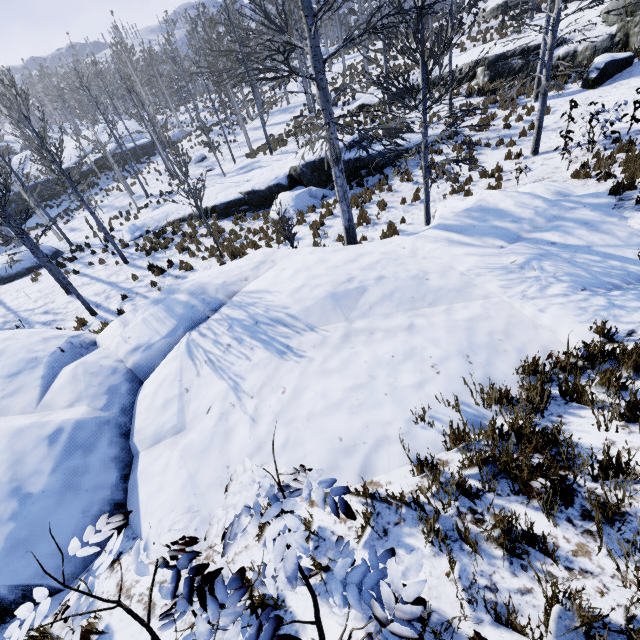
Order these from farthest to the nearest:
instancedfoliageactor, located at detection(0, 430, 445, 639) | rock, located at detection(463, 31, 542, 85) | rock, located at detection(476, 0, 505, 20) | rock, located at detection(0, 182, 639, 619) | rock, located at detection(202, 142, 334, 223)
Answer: rock, located at detection(476, 0, 505, 20), rock, located at detection(463, 31, 542, 85), rock, located at detection(202, 142, 334, 223), rock, located at detection(0, 182, 639, 619), instancedfoliageactor, located at detection(0, 430, 445, 639)

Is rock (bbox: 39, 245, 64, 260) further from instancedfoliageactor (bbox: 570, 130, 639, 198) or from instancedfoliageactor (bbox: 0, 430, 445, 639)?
instancedfoliageactor (bbox: 0, 430, 445, 639)

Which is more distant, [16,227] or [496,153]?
[496,153]

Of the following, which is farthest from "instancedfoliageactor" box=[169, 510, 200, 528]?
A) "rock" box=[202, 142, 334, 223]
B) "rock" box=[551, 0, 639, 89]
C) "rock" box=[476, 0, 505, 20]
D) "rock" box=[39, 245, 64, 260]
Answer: "rock" box=[476, 0, 505, 20]

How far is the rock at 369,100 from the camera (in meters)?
22.34

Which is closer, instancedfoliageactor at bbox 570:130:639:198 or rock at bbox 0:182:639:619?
rock at bbox 0:182:639:619

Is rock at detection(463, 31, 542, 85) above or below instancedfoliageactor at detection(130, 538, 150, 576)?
below

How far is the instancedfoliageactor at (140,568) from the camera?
1.30m
